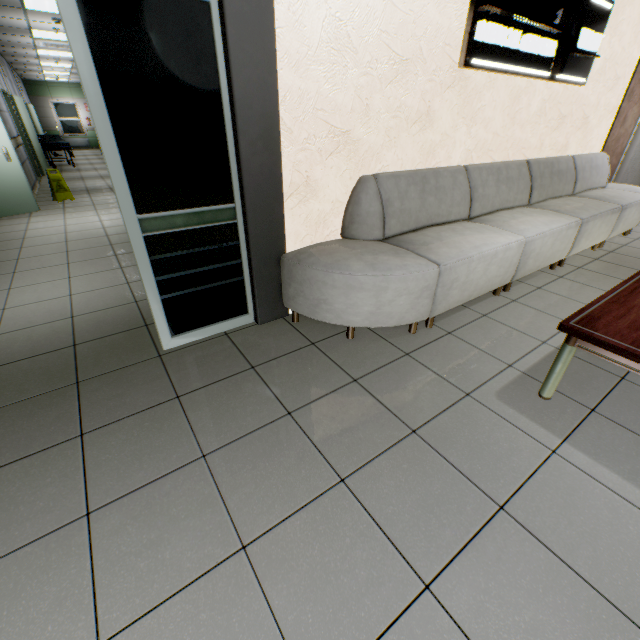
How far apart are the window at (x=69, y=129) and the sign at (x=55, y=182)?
17.1 meters

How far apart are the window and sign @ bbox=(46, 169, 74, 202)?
17.15m

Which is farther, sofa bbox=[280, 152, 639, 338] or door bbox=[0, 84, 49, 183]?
door bbox=[0, 84, 49, 183]

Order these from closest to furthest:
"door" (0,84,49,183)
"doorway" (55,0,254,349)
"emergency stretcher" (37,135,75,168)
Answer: "doorway" (55,0,254,349) → "door" (0,84,49,183) → "emergency stretcher" (37,135,75,168)

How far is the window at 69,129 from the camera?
18.5 meters

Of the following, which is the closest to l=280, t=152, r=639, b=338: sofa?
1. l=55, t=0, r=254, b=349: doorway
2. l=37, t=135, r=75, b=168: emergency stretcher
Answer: l=55, t=0, r=254, b=349: doorway

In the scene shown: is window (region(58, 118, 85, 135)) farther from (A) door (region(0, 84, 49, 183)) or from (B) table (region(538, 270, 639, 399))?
(B) table (region(538, 270, 639, 399))

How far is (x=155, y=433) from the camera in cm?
174
